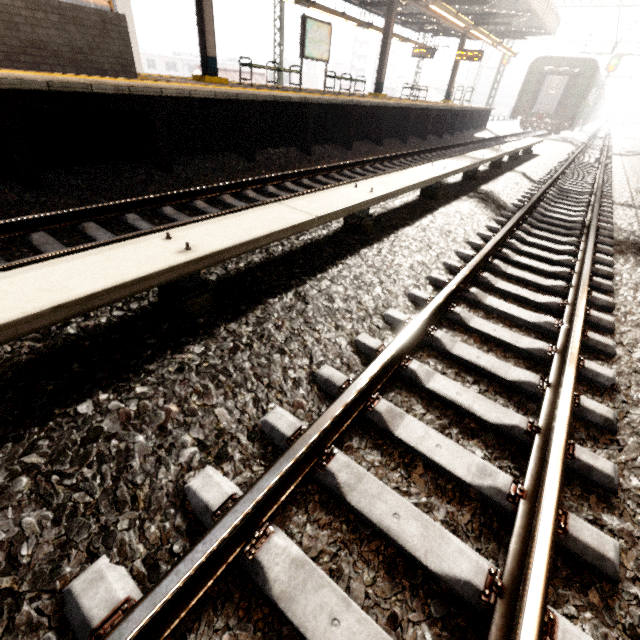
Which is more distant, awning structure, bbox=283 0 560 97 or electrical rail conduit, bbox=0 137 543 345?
awning structure, bbox=283 0 560 97

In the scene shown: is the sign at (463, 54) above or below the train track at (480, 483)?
above

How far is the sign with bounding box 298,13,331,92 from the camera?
10.9m

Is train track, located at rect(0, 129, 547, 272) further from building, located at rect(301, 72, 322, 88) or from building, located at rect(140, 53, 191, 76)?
building, located at rect(140, 53, 191, 76)

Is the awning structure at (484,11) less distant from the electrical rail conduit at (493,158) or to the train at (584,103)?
the train at (584,103)

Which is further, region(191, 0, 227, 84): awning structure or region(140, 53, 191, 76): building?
region(140, 53, 191, 76): building

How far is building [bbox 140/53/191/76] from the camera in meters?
54.6 m

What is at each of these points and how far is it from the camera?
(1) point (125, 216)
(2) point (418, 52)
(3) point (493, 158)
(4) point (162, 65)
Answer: (1) train track, 4.1 meters
(2) sign, 20.2 meters
(3) electrical rail conduit, 7.5 meters
(4) building, 56.7 meters
